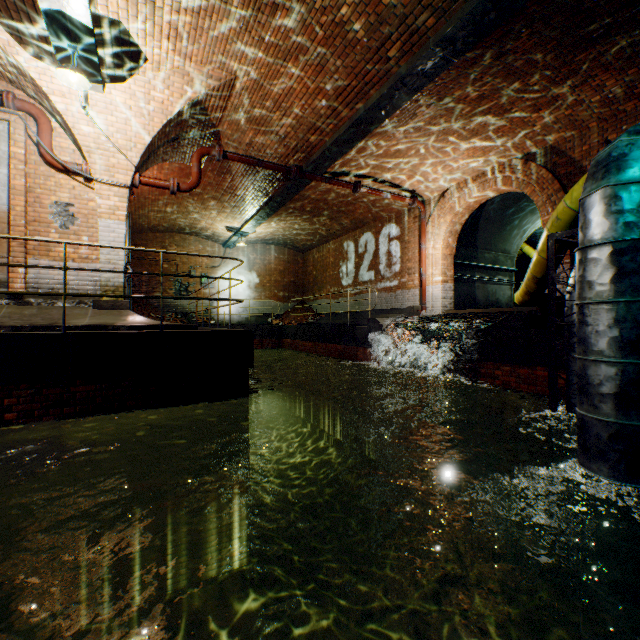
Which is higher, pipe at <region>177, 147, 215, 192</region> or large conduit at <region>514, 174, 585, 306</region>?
pipe at <region>177, 147, 215, 192</region>

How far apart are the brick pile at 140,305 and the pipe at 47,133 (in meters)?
8.76

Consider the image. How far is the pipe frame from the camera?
4.6 meters

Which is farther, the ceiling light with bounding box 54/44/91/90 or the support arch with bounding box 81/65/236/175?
the support arch with bounding box 81/65/236/175

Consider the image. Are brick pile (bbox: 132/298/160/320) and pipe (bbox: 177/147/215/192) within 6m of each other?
no

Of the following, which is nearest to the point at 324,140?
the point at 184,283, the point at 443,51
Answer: the point at 443,51

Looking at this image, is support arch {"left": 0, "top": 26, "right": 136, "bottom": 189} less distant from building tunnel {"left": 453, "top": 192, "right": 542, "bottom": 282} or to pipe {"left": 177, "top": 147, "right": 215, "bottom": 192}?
pipe {"left": 177, "top": 147, "right": 215, "bottom": 192}

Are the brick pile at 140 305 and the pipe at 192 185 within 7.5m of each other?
no
